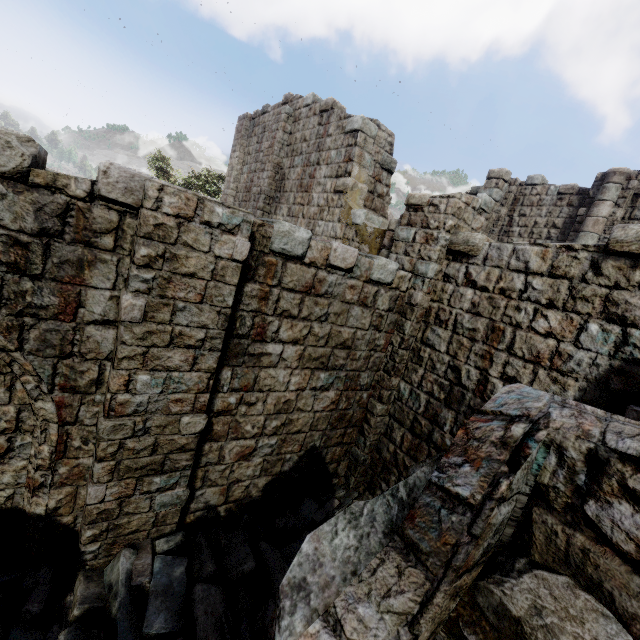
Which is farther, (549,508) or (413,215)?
(413,215)

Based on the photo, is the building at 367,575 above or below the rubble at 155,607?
above

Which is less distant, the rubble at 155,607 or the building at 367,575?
the building at 367,575

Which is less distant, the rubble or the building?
the building

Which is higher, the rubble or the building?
the building
